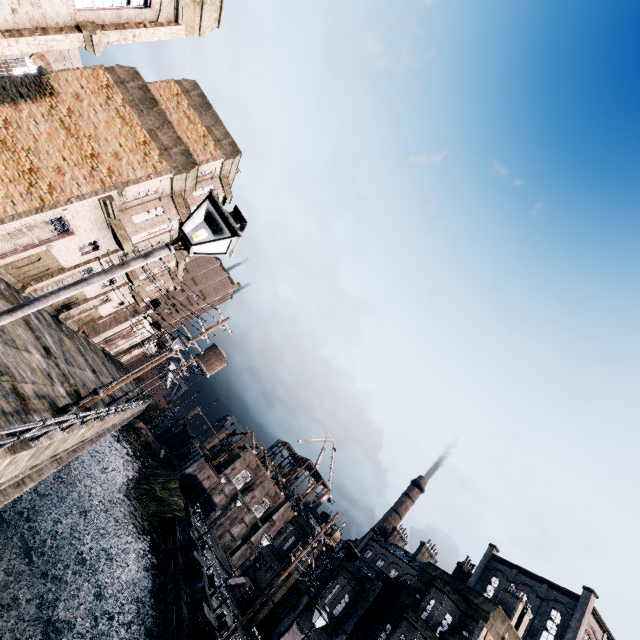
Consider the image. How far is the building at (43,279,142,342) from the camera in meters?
28.1

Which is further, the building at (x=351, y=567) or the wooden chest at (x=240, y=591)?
the wooden chest at (x=240, y=591)

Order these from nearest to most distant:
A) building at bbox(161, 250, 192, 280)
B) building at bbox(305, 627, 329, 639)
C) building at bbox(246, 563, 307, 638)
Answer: building at bbox(305, 627, 329, 639) → building at bbox(161, 250, 192, 280) → building at bbox(246, 563, 307, 638)

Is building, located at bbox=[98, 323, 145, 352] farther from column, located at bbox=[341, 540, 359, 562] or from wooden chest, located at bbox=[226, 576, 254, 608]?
column, located at bbox=[341, 540, 359, 562]

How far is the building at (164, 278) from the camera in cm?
2836

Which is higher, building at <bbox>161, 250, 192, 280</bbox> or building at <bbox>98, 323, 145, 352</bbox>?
building at <bbox>161, 250, 192, 280</bbox>

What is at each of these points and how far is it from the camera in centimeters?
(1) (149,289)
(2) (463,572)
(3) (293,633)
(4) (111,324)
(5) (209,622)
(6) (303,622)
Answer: (1) building, 3469cm
(2) chimney, 5847cm
(3) cloth, 2775cm
(4) building, 4619cm
(5) column, 2084cm
(6) building, 2819cm

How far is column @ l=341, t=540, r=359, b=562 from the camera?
31.98m
